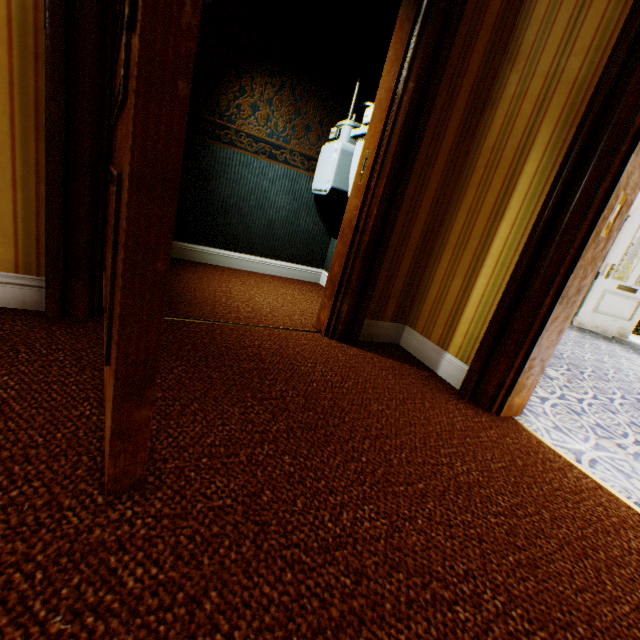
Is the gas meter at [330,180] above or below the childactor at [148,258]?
above

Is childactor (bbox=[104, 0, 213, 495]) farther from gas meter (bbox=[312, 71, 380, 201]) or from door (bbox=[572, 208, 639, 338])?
door (bbox=[572, 208, 639, 338])

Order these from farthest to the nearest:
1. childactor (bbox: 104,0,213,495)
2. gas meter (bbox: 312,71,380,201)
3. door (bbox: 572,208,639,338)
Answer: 1. door (bbox: 572,208,639,338)
2. gas meter (bbox: 312,71,380,201)
3. childactor (bbox: 104,0,213,495)

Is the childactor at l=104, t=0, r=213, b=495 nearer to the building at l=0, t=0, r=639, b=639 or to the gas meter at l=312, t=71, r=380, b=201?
the building at l=0, t=0, r=639, b=639

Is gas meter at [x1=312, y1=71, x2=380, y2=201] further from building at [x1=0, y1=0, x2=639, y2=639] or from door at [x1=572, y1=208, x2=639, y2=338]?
door at [x1=572, y1=208, x2=639, y2=338]

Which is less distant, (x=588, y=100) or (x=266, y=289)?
(x=588, y=100)

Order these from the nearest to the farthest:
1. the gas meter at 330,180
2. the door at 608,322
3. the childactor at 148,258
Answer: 1. the childactor at 148,258
2. the gas meter at 330,180
3. the door at 608,322
